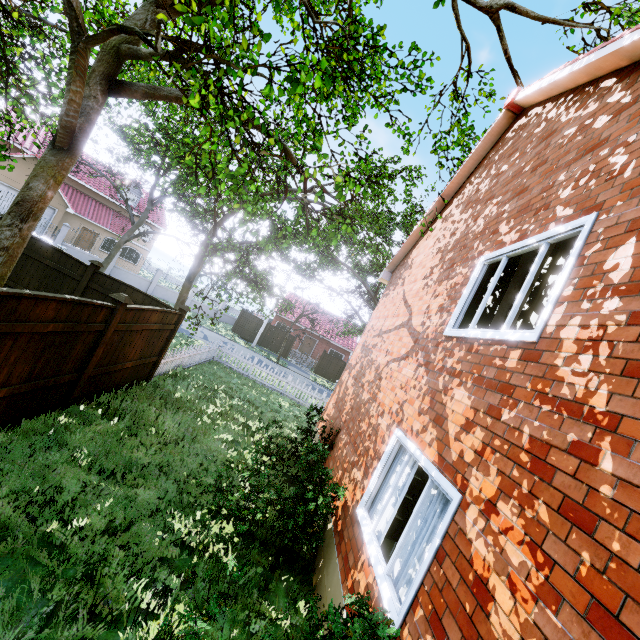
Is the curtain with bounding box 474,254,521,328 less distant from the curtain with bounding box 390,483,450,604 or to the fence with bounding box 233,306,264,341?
the curtain with bounding box 390,483,450,604

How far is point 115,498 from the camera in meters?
4.6 m

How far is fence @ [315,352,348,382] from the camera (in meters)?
32.19

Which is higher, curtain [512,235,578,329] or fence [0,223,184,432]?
curtain [512,235,578,329]

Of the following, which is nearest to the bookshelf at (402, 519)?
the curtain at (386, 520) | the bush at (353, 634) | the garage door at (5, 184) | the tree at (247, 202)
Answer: the curtain at (386, 520)

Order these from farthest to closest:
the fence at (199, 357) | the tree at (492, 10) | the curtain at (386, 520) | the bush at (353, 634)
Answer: the fence at (199, 357) < the tree at (492, 10) < the curtain at (386, 520) < the bush at (353, 634)

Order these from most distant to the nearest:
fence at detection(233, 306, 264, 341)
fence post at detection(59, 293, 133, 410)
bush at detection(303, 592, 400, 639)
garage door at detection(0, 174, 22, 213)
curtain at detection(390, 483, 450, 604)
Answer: fence at detection(233, 306, 264, 341), garage door at detection(0, 174, 22, 213), fence post at detection(59, 293, 133, 410), curtain at detection(390, 483, 450, 604), bush at detection(303, 592, 400, 639)

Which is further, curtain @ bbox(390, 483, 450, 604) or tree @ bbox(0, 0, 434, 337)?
tree @ bbox(0, 0, 434, 337)
